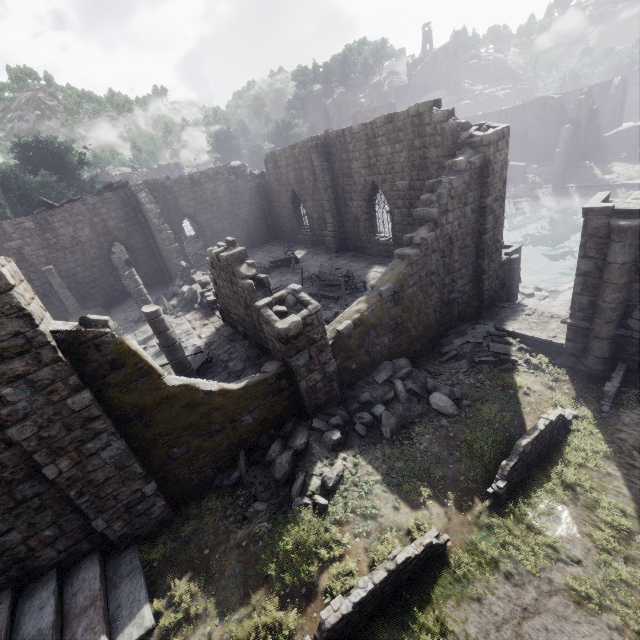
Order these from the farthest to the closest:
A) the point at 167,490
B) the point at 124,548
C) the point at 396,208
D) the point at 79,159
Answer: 1. the point at 79,159
2. the point at 396,208
3. the point at 167,490
4. the point at 124,548

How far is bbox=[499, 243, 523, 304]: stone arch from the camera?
15.1 meters

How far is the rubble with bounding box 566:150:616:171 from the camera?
35.8 meters

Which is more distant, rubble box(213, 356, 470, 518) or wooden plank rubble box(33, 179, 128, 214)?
wooden plank rubble box(33, 179, 128, 214)

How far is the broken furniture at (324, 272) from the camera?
14.9 meters

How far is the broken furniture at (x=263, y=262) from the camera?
20.5 meters

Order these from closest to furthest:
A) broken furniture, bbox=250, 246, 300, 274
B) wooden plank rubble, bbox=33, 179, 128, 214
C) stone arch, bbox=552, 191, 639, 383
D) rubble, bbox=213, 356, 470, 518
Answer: rubble, bbox=213, 356, 470, 518, stone arch, bbox=552, 191, 639, 383, wooden plank rubble, bbox=33, 179, 128, 214, broken furniture, bbox=250, 246, 300, 274

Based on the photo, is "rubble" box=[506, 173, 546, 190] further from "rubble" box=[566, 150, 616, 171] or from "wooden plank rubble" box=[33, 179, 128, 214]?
"wooden plank rubble" box=[33, 179, 128, 214]
